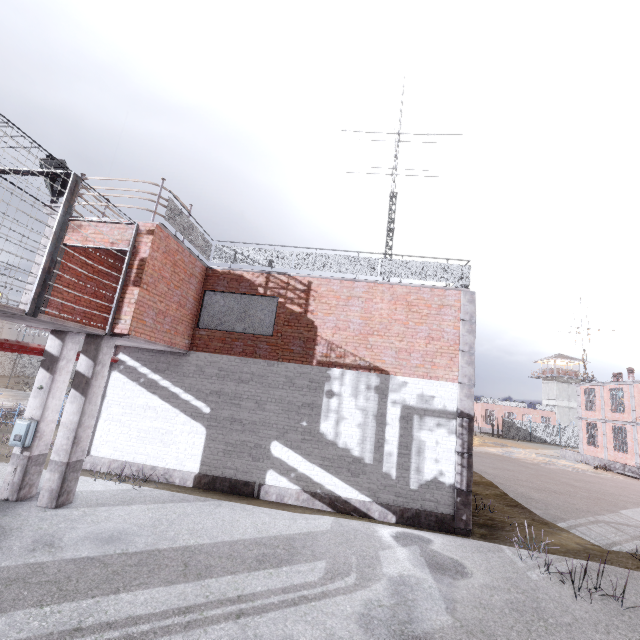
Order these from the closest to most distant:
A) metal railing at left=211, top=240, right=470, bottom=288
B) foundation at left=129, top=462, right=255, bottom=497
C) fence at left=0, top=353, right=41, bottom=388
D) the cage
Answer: the cage → foundation at left=129, top=462, right=255, bottom=497 → metal railing at left=211, top=240, right=470, bottom=288 → fence at left=0, top=353, right=41, bottom=388

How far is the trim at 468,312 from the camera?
9.0m

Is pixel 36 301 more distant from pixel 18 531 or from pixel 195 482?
pixel 195 482

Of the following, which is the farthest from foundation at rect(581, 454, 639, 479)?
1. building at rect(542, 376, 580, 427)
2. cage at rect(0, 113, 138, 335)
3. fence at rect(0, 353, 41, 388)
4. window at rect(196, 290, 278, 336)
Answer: building at rect(542, 376, 580, 427)

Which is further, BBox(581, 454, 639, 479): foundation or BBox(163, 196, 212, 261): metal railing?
BBox(581, 454, 639, 479): foundation

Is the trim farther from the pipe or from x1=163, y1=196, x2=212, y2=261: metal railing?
the pipe

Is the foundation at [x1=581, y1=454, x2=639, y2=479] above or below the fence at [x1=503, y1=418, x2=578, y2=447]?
below

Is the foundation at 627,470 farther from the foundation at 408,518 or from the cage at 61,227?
the foundation at 408,518
